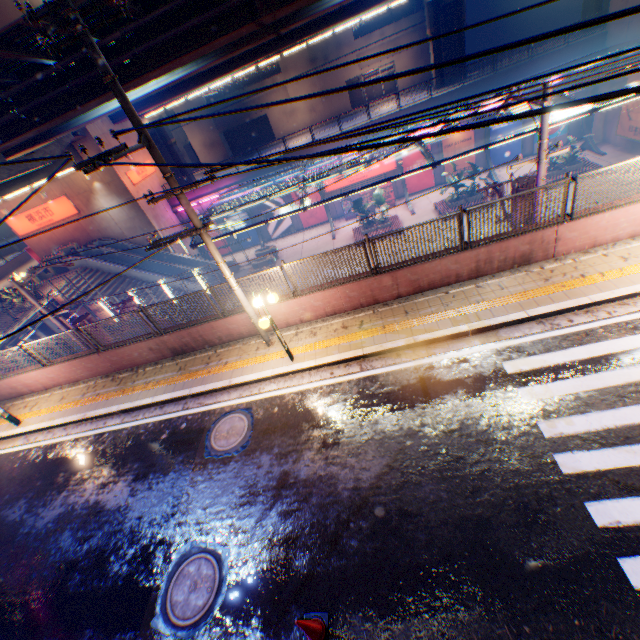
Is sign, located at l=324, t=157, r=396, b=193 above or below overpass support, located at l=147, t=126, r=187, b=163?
below

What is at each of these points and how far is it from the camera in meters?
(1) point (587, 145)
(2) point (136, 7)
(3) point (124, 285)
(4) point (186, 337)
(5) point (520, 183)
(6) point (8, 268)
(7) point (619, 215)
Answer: (1) canopy, 25.6
(2) overpass support, 9.8
(3) steps, 25.4
(4) concrete block, 11.0
(5) electric pole, 10.6
(6) concrete block, 34.4
(7) concrete block, 8.2

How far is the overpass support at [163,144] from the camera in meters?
35.5 m

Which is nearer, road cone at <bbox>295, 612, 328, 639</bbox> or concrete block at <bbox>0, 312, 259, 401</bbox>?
road cone at <bbox>295, 612, 328, 639</bbox>

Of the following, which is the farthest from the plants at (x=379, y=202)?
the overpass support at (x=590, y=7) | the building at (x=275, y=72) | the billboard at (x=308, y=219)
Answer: the building at (x=275, y=72)

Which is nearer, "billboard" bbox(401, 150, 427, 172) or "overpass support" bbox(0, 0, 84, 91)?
"overpass support" bbox(0, 0, 84, 91)

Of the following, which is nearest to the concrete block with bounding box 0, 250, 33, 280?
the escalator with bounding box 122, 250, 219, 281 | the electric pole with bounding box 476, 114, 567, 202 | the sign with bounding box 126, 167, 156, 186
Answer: the escalator with bounding box 122, 250, 219, 281

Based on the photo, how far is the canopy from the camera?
24.7m
